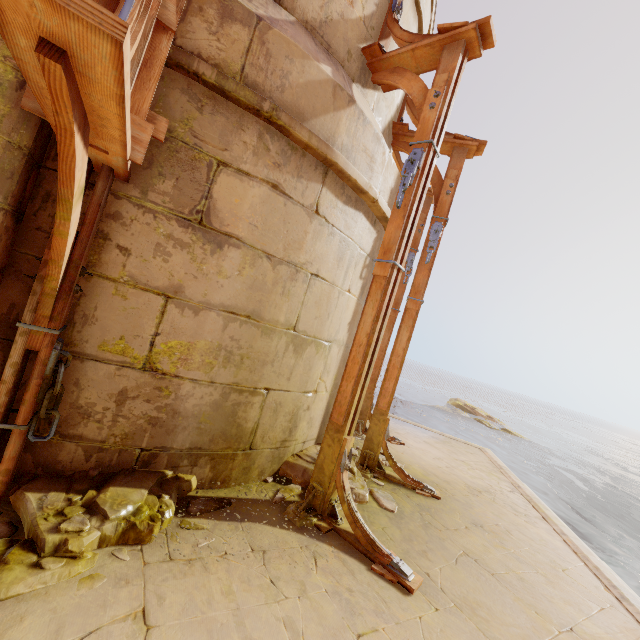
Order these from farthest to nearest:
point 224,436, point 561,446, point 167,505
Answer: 1. point 561,446
2. point 224,436
3. point 167,505

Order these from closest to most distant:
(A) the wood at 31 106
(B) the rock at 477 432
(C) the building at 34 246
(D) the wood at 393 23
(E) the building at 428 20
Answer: (A) the wood at 31 106
(C) the building at 34 246
(D) the wood at 393 23
(E) the building at 428 20
(B) the rock at 477 432

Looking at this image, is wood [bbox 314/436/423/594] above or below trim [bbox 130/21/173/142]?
below

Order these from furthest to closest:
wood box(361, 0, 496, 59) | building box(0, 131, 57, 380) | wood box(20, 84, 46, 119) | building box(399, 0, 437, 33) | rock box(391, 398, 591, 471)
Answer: rock box(391, 398, 591, 471), building box(399, 0, 437, 33), wood box(361, 0, 496, 59), building box(0, 131, 57, 380), wood box(20, 84, 46, 119)

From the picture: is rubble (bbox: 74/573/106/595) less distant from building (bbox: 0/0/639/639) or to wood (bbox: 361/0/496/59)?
building (bbox: 0/0/639/639)

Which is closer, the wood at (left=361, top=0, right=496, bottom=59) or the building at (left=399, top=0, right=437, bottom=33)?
the wood at (left=361, top=0, right=496, bottom=59)

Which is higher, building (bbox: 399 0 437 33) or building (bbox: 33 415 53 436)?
Answer: building (bbox: 399 0 437 33)

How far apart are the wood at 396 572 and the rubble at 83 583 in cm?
76
